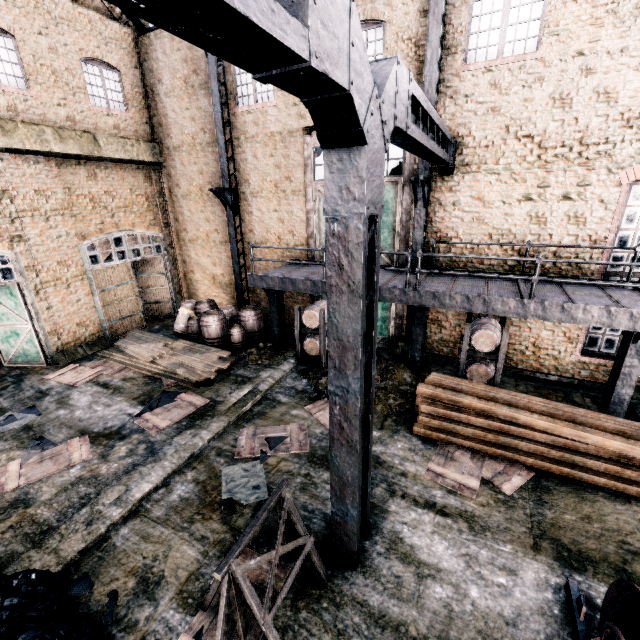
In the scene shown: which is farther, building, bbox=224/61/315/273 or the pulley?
building, bbox=224/61/315/273

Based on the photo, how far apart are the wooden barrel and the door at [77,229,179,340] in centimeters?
429cm

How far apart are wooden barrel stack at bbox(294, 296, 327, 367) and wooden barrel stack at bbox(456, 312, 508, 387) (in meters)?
→ 4.53

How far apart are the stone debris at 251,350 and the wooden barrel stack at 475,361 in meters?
6.5

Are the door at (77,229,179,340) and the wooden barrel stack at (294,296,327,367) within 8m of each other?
no

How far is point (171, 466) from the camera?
7.96m

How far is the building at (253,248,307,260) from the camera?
14.6 meters

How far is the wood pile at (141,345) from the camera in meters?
11.8
